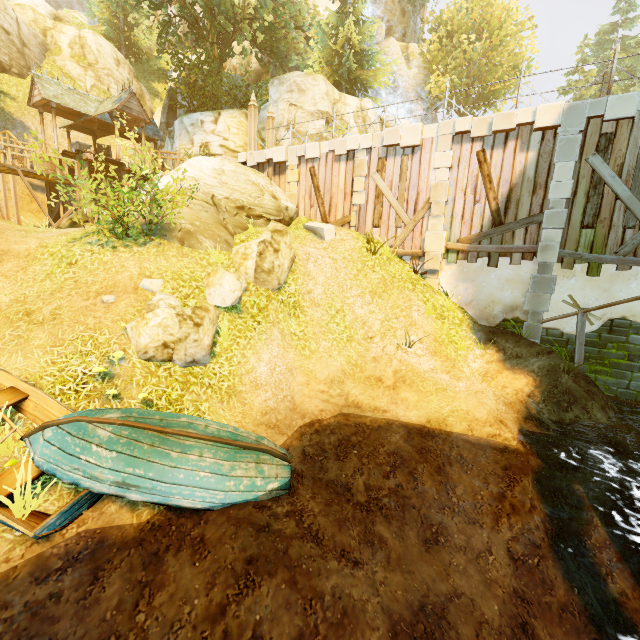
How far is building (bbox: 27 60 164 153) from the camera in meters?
18.2

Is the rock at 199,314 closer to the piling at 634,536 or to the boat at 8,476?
the boat at 8,476

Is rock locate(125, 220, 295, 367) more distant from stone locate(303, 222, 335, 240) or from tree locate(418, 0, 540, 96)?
tree locate(418, 0, 540, 96)

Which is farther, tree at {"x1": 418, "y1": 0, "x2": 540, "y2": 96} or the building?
tree at {"x1": 418, "y1": 0, "x2": 540, "y2": 96}

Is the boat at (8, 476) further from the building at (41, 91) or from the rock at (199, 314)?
the building at (41, 91)

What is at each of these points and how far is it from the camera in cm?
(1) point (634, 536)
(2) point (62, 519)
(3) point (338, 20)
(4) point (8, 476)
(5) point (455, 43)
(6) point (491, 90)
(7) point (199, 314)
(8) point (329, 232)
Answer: (1) piling, 619
(2) boat, 410
(3) tree, 2322
(4) boat, 422
(5) tree, 3269
(6) tree, 3262
(7) rock, 695
(8) stone, 1245

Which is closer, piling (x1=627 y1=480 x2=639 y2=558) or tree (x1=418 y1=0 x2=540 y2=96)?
piling (x1=627 y1=480 x2=639 y2=558)

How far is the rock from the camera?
6.5 meters
